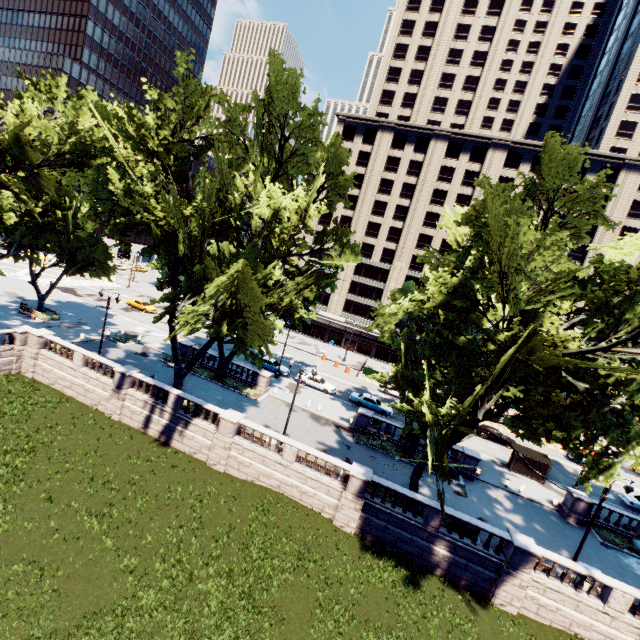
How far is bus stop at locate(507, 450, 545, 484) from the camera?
31.41m

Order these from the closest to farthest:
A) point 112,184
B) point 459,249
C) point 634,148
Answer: point 112,184 → point 459,249 → point 634,148

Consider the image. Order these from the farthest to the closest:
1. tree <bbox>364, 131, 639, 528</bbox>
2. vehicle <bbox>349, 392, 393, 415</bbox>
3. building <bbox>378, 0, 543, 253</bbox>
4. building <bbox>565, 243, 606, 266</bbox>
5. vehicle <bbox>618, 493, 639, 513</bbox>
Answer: building <bbox>378, 0, 543, 253</bbox> < building <bbox>565, 243, 606, 266</bbox> < vehicle <bbox>349, 392, 393, 415</bbox> < vehicle <bbox>618, 493, 639, 513</bbox> < tree <bbox>364, 131, 639, 528</bbox>

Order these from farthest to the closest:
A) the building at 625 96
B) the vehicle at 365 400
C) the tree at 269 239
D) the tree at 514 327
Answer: the building at 625 96, the vehicle at 365 400, the tree at 269 239, the tree at 514 327

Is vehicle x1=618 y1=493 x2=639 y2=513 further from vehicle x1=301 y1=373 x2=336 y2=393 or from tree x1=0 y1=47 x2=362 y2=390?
vehicle x1=301 y1=373 x2=336 y2=393

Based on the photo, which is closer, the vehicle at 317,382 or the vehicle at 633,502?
the vehicle at 633,502

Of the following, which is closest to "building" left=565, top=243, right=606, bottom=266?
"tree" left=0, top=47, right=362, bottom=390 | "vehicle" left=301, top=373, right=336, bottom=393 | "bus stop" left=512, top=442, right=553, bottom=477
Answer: "tree" left=0, top=47, right=362, bottom=390

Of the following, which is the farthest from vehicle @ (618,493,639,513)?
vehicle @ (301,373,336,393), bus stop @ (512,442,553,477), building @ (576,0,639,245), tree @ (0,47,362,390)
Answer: vehicle @ (301,373,336,393)
